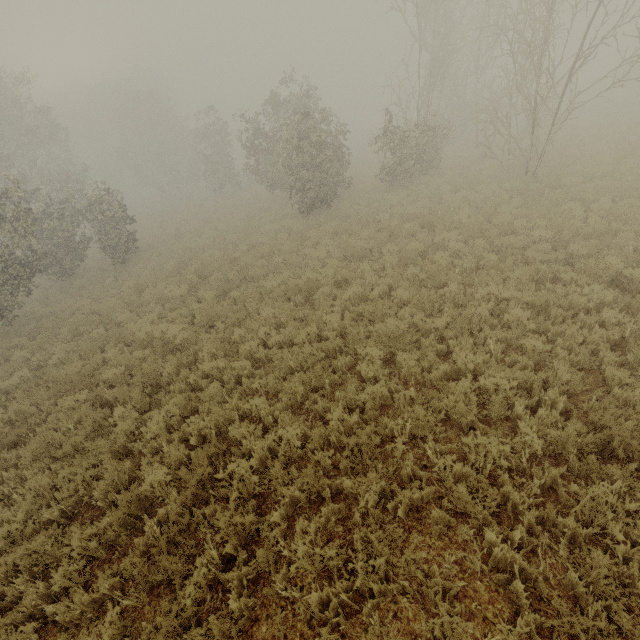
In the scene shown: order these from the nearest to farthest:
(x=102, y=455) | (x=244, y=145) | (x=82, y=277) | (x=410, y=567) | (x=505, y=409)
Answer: (x=410, y=567) < (x=505, y=409) < (x=102, y=455) < (x=82, y=277) < (x=244, y=145)

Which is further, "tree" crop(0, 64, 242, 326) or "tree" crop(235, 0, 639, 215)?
"tree" crop(0, 64, 242, 326)

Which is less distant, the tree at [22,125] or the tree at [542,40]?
the tree at [542,40]
